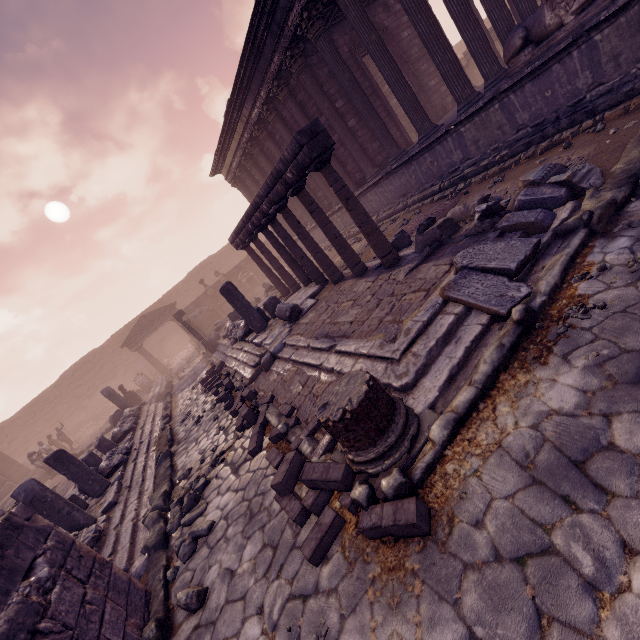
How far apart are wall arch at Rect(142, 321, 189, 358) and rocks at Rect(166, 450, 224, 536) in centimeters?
2745cm

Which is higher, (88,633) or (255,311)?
(255,311)

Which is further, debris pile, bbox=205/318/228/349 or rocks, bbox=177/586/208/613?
debris pile, bbox=205/318/228/349

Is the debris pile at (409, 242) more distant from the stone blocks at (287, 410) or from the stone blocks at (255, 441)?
the stone blocks at (255, 441)

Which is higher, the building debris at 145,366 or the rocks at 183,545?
the building debris at 145,366

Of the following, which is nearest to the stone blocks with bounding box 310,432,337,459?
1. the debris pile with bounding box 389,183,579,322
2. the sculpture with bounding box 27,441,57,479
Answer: the debris pile with bounding box 389,183,579,322

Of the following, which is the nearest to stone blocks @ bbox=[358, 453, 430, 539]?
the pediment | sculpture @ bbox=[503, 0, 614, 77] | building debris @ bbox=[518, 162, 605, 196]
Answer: building debris @ bbox=[518, 162, 605, 196]

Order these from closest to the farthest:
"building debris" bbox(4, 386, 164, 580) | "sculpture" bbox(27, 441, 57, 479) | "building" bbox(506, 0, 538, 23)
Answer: "building debris" bbox(4, 386, 164, 580)
"building" bbox(506, 0, 538, 23)
"sculpture" bbox(27, 441, 57, 479)
